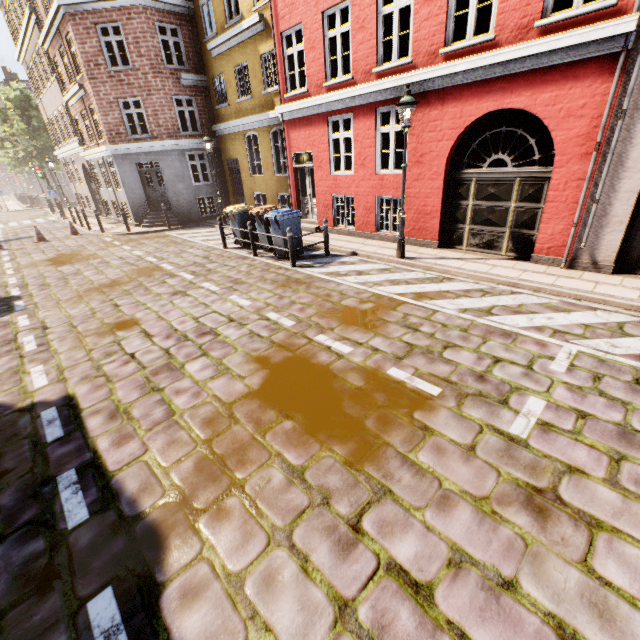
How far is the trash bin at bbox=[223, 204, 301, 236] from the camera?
9.3m

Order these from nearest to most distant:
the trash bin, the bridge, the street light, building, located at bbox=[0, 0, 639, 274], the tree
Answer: building, located at bbox=[0, 0, 639, 274]
the street light
the trash bin
the tree
the bridge

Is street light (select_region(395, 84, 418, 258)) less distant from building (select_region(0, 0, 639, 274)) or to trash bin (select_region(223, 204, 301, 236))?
trash bin (select_region(223, 204, 301, 236))

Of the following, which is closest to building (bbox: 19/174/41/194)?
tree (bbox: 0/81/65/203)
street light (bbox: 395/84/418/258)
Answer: tree (bbox: 0/81/65/203)

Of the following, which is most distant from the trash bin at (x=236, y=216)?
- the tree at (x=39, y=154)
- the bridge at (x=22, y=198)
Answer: the bridge at (x=22, y=198)

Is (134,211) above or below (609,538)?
above

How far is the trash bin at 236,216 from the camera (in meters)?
9.34

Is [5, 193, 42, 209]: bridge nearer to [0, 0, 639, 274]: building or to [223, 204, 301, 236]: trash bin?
[0, 0, 639, 274]: building
